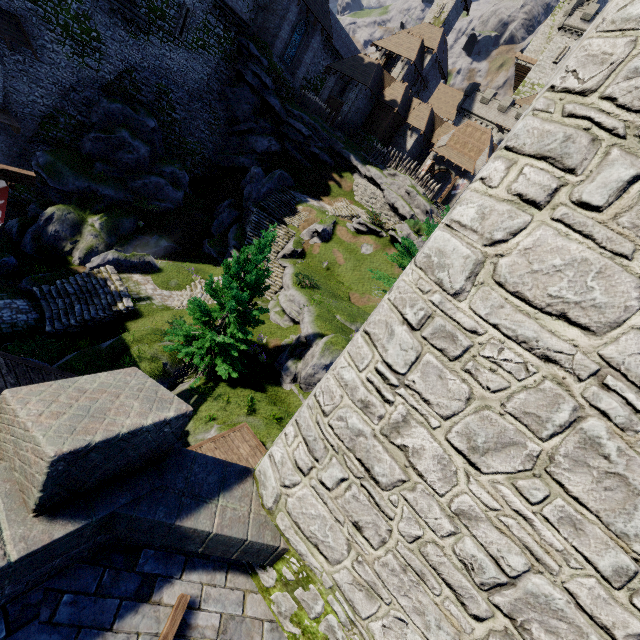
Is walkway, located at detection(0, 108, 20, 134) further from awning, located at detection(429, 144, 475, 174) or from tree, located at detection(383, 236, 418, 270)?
awning, located at detection(429, 144, 475, 174)

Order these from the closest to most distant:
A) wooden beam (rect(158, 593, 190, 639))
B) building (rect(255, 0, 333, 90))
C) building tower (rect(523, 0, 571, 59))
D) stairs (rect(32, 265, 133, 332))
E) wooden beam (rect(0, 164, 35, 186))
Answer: wooden beam (rect(158, 593, 190, 639)) < wooden beam (rect(0, 164, 35, 186)) < stairs (rect(32, 265, 133, 332)) < building (rect(255, 0, 333, 90)) < building tower (rect(523, 0, 571, 59))

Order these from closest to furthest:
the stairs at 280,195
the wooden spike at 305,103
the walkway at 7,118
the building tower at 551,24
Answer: the walkway at 7,118 → the stairs at 280,195 → the wooden spike at 305,103 → the building tower at 551,24

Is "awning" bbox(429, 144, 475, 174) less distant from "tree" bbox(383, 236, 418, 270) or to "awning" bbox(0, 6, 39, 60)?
"tree" bbox(383, 236, 418, 270)

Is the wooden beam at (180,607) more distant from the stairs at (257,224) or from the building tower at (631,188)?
the stairs at (257,224)

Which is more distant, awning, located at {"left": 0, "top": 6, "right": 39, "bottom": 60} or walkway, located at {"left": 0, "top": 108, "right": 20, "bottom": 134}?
walkway, located at {"left": 0, "top": 108, "right": 20, "bottom": 134}

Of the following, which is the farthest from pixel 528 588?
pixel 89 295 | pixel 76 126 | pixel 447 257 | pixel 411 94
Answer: pixel 411 94

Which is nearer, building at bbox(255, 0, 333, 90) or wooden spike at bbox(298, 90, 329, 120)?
building at bbox(255, 0, 333, 90)
